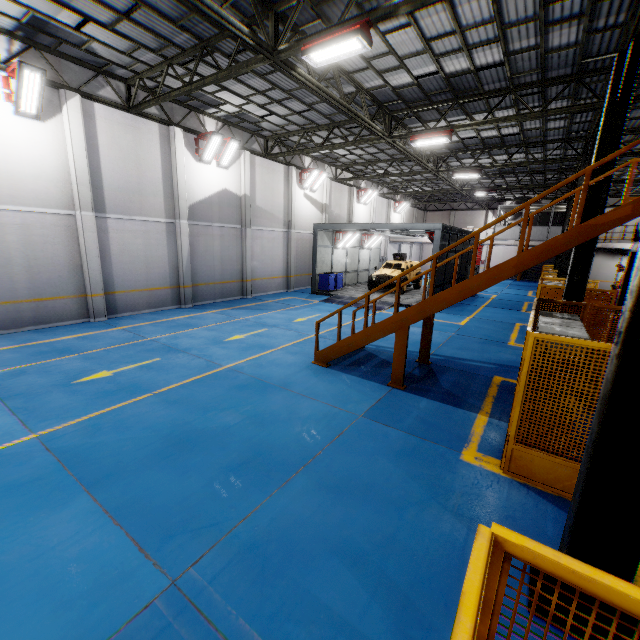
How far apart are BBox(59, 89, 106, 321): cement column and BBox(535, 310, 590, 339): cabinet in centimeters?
1412cm

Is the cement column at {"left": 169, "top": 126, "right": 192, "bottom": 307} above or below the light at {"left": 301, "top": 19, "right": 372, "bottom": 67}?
below

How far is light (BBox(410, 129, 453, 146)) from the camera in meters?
13.0 m

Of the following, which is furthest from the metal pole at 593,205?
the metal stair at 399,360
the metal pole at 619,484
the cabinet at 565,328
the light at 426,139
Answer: the metal pole at 619,484

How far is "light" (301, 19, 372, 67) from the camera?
6.9 meters

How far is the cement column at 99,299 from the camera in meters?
11.0

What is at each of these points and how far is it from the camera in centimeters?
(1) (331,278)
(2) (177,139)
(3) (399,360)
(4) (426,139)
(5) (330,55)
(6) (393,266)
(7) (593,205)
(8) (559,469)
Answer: (1) toolbox, 2088cm
(2) cement column, 1405cm
(3) metal stair, 763cm
(4) light, 1338cm
(5) light, 765cm
(6) car, 2209cm
(7) metal pole, 828cm
(8) metal panel, 450cm

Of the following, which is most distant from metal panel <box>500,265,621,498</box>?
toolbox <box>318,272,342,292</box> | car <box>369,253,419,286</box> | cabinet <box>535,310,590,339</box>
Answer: toolbox <box>318,272,342,292</box>
